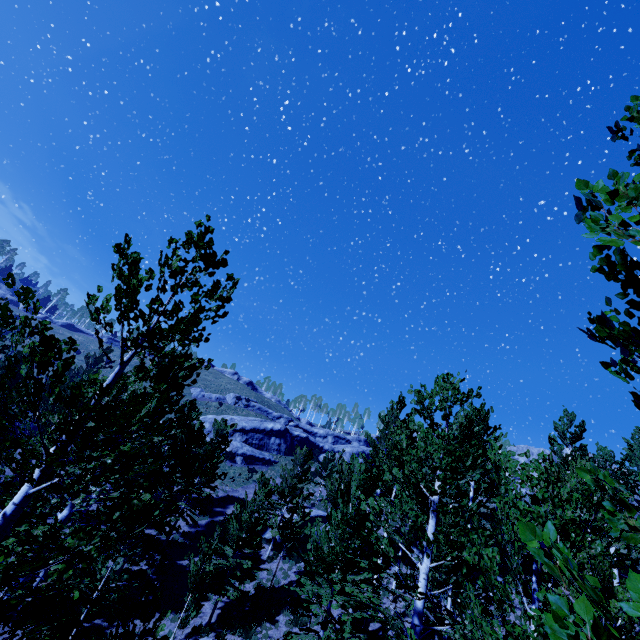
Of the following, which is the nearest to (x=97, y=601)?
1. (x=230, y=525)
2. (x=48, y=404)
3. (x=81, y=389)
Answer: (x=81, y=389)

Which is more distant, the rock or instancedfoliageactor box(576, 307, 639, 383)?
the rock

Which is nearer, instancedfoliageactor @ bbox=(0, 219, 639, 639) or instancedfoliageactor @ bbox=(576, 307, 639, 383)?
instancedfoliageactor @ bbox=(576, 307, 639, 383)

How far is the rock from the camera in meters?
38.9

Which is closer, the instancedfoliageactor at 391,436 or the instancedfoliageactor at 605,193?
the instancedfoliageactor at 605,193

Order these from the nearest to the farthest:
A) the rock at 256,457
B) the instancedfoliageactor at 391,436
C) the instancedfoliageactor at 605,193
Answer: the instancedfoliageactor at 605,193 < the instancedfoliageactor at 391,436 < the rock at 256,457

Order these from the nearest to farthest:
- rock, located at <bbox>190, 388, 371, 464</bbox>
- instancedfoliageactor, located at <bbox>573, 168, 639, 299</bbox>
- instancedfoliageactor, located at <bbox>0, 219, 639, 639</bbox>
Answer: instancedfoliageactor, located at <bbox>573, 168, 639, 299</bbox> < instancedfoliageactor, located at <bbox>0, 219, 639, 639</bbox> < rock, located at <bbox>190, 388, 371, 464</bbox>
